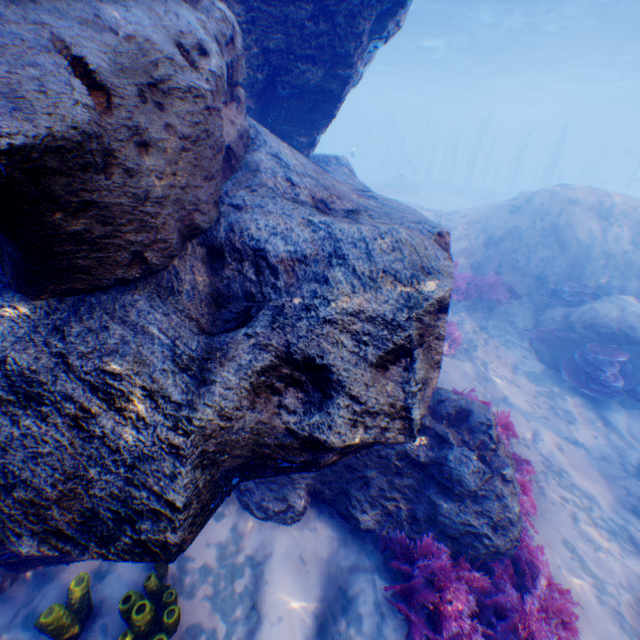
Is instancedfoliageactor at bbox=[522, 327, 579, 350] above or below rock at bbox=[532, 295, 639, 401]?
below

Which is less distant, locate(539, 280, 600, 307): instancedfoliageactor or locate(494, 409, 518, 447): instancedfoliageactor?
locate(494, 409, 518, 447): instancedfoliageactor

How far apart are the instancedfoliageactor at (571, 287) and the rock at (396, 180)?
27.3m

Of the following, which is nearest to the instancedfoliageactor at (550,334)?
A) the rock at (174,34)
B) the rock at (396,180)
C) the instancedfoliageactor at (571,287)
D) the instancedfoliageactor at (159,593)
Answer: the rock at (174,34)

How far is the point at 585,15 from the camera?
20.94m

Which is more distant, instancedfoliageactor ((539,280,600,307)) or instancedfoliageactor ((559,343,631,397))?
instancedfoliageactor ((539,280,600,307))

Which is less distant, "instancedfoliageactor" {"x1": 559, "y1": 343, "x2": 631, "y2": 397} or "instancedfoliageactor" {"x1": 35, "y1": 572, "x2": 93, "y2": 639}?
"instancedfoliageactor" {"x1": 35, "y1": 572, "x2": 93, "y2": 639}

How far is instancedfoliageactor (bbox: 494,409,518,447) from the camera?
5.4m
